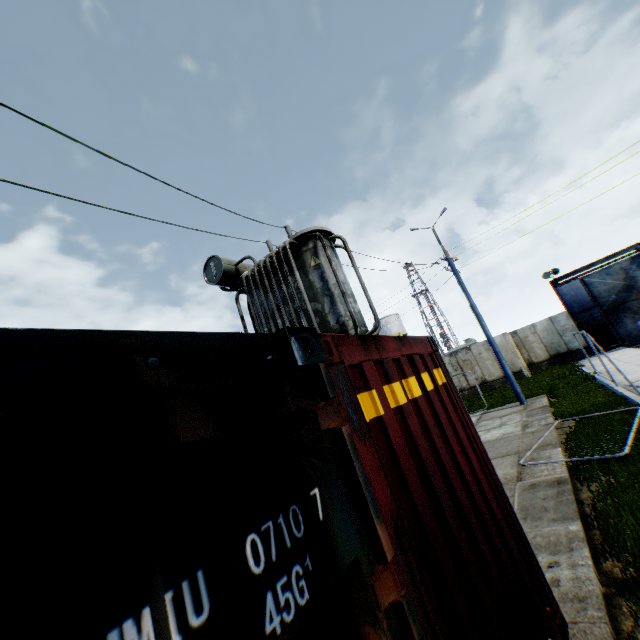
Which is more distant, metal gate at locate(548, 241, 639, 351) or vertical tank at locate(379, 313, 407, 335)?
vertical tank at locate(379, 313, 407, 335)

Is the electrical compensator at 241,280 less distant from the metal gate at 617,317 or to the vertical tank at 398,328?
the metal gate at 617,317

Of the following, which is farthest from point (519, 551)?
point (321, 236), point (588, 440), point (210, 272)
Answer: point (210, 272)

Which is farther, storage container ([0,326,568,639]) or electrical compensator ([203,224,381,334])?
electrical compensator ([203,224,381,334])

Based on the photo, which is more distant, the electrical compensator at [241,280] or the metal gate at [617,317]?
the metal gate at [617,317]

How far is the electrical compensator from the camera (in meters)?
6.73

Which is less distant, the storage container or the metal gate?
the storage container

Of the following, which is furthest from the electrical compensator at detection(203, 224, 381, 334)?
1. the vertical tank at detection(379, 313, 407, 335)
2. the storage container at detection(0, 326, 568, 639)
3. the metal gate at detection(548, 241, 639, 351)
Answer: the vertical tank at detection(379, 313, 407, 335)
